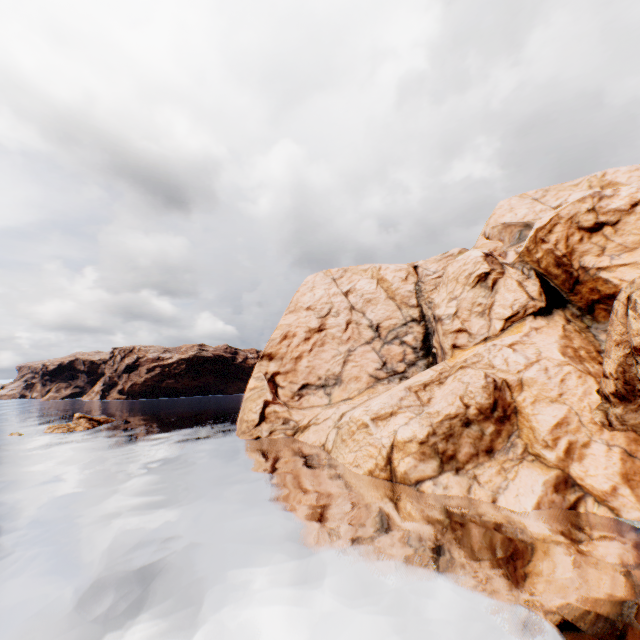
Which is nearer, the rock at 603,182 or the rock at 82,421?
the rock at 603,182

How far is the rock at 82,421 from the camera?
47.6m

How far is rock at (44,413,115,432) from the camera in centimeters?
4758cm

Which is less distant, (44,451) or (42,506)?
(42,506)

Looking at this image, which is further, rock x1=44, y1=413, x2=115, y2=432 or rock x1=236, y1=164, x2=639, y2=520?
rock x1=44, y1=413, x2=115, y2=432
